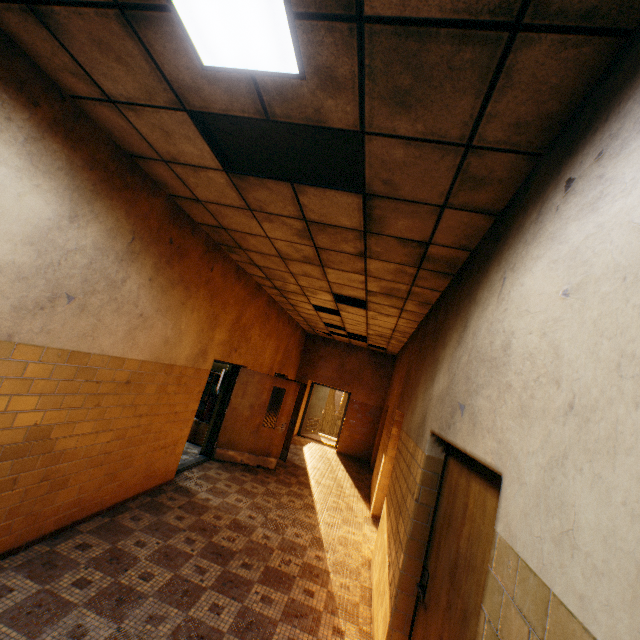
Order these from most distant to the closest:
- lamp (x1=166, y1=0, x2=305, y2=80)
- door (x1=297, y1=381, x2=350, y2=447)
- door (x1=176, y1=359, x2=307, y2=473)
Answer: door (x1=297, y1=381, x2=350, y2=447) < door (x1=176, y1=359, x2=307, y2=473) < lamp (x1=166, y1=0, x2=305, y2=80)

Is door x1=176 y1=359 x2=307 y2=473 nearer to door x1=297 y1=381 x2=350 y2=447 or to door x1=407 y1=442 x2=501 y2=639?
door x1=407 y1=442 x2=501 y2=639

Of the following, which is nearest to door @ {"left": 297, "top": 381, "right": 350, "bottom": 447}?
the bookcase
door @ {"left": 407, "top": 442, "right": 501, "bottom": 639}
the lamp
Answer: the bookcase

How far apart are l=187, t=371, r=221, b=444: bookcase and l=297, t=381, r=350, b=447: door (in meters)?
5.17

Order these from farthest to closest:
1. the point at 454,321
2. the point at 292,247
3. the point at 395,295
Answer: the point at 395,295 < the point at 292,247 < the point at 454,321

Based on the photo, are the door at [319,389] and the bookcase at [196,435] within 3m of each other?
no

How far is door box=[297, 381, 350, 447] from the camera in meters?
12.8 m

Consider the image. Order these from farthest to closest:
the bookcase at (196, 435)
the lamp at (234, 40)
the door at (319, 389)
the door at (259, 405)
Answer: the door at (319, 389), the bookcase at (196, 435), the door at (259, 405), the lamp at (234, 40)
